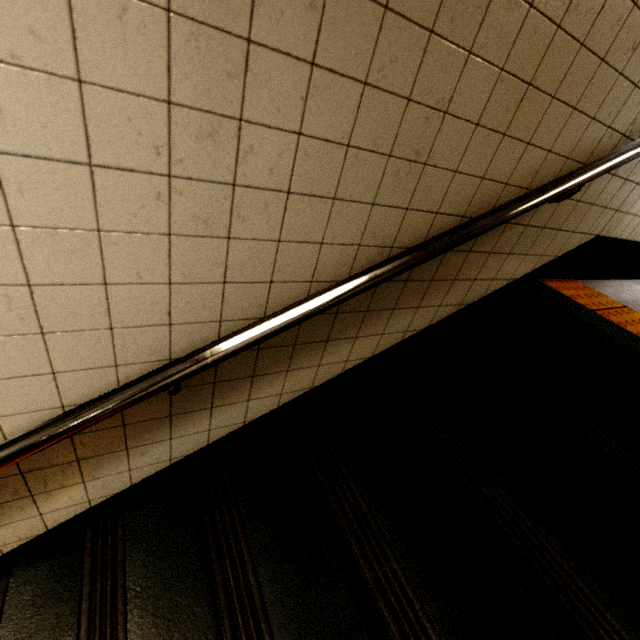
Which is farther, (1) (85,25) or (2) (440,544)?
(2) (440,544)

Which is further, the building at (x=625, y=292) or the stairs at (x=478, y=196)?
the building at (x=625, y=292)

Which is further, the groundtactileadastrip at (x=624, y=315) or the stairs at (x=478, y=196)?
the groundtactileadastrip at (x=624, y=315)

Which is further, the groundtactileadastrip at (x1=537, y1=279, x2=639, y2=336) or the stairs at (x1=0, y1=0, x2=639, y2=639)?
the groundtactileadastrip at (x1=537, y1=279, x2=639, y2=336)

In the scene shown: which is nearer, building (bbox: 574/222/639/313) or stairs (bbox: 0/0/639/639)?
stairs (bbox: 0/0/639/639)
